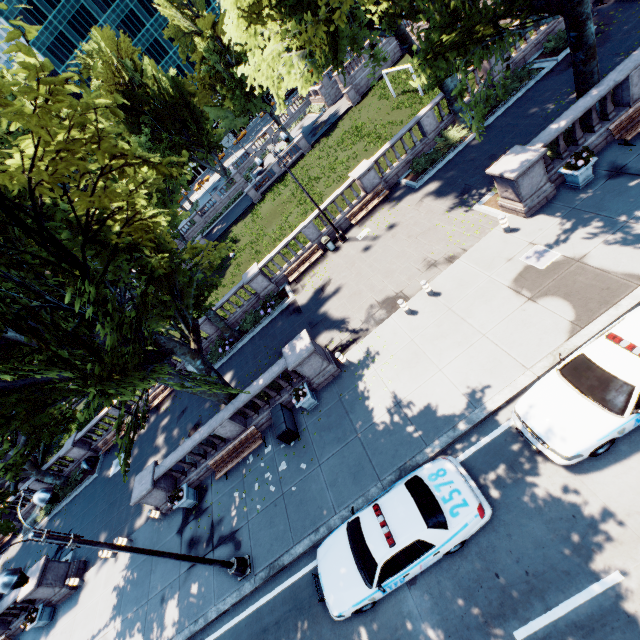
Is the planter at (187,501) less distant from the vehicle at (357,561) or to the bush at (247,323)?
the vehicle at (357,561)

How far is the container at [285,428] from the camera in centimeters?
1329cm

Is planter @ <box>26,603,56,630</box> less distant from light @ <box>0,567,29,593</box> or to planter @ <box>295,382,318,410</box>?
light @ <box>0,567,29,593</box>

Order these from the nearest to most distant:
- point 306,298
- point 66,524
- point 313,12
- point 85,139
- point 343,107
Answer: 1. point 85,139
2. point 313,12
3. point 306,298
4. point 66,524
5. point 343,107

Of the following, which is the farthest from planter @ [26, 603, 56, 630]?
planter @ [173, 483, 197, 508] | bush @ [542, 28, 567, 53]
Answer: bush @ [542, 28, 567, 53]

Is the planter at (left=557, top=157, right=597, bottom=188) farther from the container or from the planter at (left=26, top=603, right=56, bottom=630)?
the planter at (left=26, top=603, right=56, bottom=630)

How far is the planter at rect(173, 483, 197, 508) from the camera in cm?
1473

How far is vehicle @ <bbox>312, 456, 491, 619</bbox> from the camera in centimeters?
783cm
